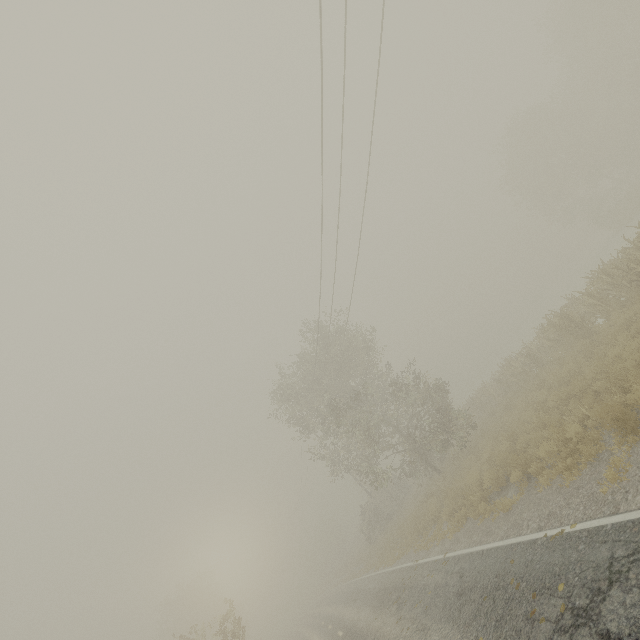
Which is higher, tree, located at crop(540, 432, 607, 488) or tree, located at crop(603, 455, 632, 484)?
tree, located at crop(540, 432, 607, 488)

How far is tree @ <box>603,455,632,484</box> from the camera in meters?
5.9 m

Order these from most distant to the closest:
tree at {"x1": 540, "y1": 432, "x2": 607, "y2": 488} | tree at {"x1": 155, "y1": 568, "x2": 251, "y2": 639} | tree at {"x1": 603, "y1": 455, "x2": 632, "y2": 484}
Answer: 1. tree at {"x1": 155, "y1": 568, "x2": 251, "y2": 639}
2. tree at {"x1": 540, "y1": 432, "x2": 607, "y2": 488}
3. tree at {"x1": 603, "y1": 455, "x2": 632, "y2": 484}

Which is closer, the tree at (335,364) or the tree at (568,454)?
the tree at (568,454)

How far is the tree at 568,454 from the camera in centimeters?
722cm

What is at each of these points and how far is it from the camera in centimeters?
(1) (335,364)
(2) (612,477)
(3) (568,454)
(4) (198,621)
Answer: (1) tree, 2495cm
(2) tree, 604cm
(3) tree, 807cm
(4) tree, 3709cm

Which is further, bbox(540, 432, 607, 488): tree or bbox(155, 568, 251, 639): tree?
bbox(155, 568, 251, 639): tree
